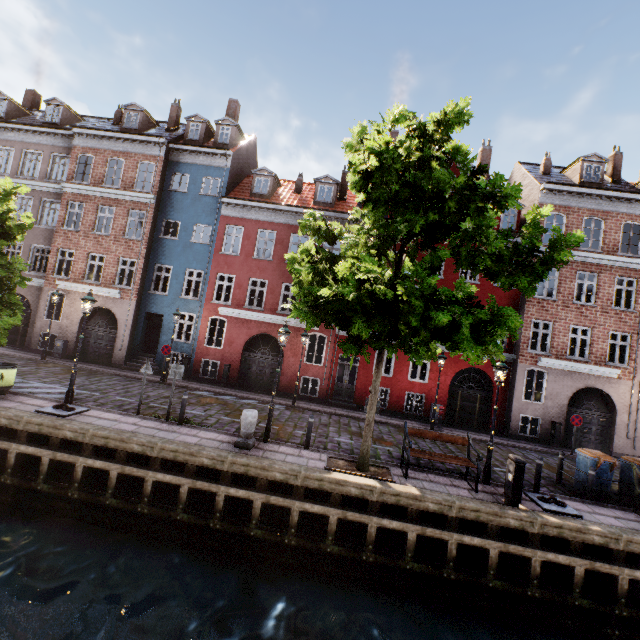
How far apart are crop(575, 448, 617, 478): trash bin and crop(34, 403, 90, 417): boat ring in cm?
1649

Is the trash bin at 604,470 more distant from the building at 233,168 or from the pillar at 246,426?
the pillar at 246,426

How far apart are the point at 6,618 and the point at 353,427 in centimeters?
1123cm

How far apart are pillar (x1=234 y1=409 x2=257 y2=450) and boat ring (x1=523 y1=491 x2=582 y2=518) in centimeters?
823cm

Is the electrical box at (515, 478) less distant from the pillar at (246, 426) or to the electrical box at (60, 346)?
the pillar at (246, 426)

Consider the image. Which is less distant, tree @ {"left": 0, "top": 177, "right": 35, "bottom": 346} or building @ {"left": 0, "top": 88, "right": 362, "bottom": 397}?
tree @ {"left": 0, "top": 177, "right": 35, "bottom": 346}

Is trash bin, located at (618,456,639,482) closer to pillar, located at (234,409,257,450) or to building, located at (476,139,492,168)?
building, located at (476,139,492,168)

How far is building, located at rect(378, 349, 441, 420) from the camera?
18.0m
